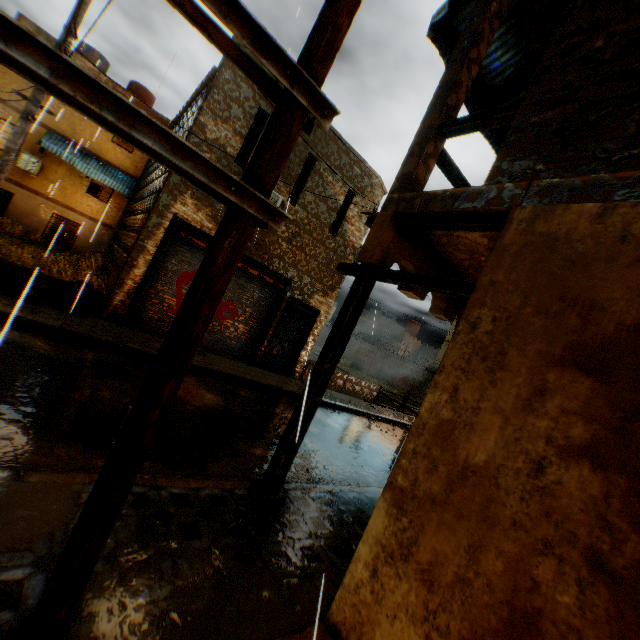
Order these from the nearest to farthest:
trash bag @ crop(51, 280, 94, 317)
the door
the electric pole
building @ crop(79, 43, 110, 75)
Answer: the electric pole → trash bag @ crop(51, 280, 94, 317) → the door → building @ crop(79, 43, 110, 75)

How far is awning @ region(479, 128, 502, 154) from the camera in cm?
694

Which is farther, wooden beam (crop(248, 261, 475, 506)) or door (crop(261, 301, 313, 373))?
door (crop(261, 301, 313, 373))

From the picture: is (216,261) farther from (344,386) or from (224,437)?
(344,386)

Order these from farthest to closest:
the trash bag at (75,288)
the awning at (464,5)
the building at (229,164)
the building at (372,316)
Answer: the building at (372,316) → the building at (229,164) → the trash bag at (75,288) → the awning at (464,5)

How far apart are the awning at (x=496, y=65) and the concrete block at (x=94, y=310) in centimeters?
263cm

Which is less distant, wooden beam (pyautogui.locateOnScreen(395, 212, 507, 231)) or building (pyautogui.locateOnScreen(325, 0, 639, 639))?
building (pyautogui.locateOnScreen(325, 0, 639, 639))

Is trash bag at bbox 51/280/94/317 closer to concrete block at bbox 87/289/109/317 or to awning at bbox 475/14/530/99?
concrete block at bbox 87/289/109/317
